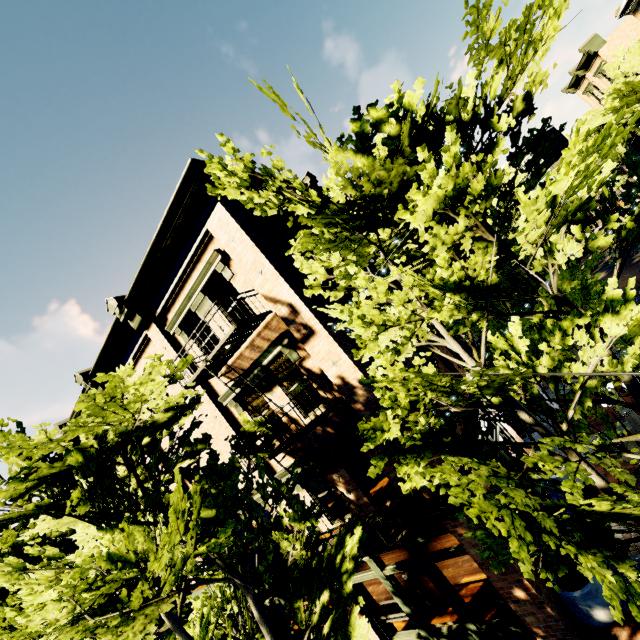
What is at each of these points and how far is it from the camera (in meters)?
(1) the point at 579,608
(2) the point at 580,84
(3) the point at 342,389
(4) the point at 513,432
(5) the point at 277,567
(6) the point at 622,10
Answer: (1) planter, 6.86
(2) building, 34.38
(3) building, 7.92
(4) building, 11.59
(5) building, 10.76
(6) building, 22.48

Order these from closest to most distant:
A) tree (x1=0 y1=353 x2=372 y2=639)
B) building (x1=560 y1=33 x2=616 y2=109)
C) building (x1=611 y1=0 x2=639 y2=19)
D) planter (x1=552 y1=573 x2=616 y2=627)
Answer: tree (x1=0 y1=353 x2=372 y2=639)
planter (x1=552 y1=573 x2=616 y2=627)
building (x1=611 y1=0 x2=639 y2=19)
building (x1=560 y1=33 x2=616 y2=109)

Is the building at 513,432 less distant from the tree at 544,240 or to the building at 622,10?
the tree at 544,240

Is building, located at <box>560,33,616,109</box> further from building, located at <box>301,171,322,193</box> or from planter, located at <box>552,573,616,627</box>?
planter, located at <box>552,573,616,627</box>

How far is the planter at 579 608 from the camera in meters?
6.7

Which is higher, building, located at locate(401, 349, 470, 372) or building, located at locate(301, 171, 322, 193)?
building, located at locate(301, 171, 322, 193)

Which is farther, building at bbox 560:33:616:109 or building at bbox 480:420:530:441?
building at bbox 560:33:616:109

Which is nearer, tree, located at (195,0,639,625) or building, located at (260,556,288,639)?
tree, located at (195,0,639,625)
